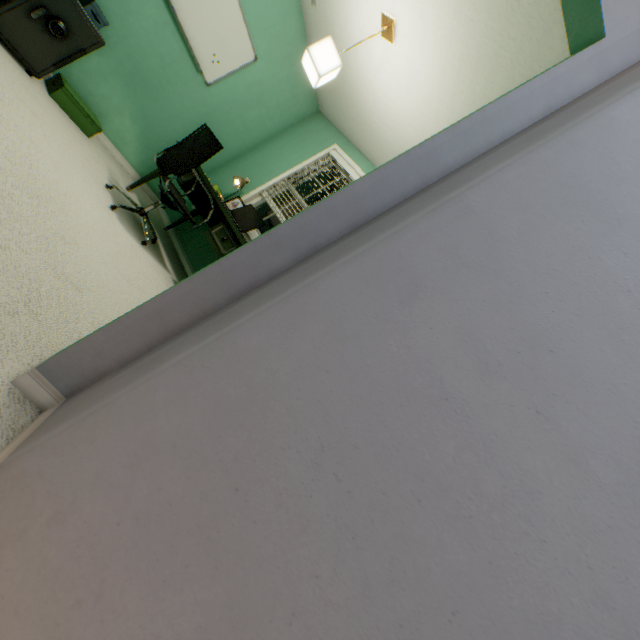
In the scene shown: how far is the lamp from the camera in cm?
224

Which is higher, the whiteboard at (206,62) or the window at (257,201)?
the whiteboard at (206,62)

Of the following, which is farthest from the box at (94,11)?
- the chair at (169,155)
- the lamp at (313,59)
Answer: the lamp at (313,59)

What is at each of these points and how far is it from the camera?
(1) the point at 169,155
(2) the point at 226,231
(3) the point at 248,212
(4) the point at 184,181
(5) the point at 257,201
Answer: (1) chair, 2.66m
(2) desk, 2.78m
(3) laptop, 3.42m
(4) desk, 3.11m
(5) window, 3.96m

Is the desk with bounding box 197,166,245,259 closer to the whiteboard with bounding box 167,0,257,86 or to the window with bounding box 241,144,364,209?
the window with bounding box 241,144,364,209

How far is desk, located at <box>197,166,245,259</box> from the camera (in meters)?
2.69

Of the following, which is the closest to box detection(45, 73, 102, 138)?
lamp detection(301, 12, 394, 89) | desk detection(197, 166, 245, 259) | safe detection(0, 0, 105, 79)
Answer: safe detection(0, 0, 105, 79)

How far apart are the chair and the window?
0.7 meters
